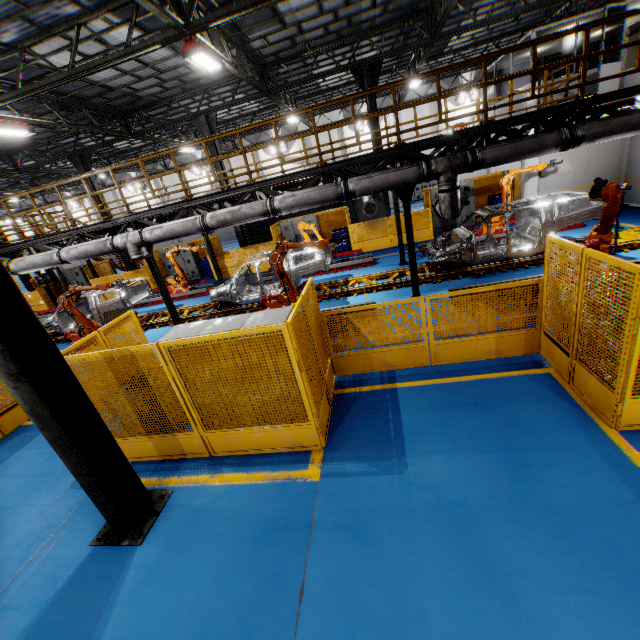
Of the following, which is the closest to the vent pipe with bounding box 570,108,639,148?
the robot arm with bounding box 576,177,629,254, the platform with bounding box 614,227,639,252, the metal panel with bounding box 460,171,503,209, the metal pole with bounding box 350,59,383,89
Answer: the robot arm with bounding box 576,177,629,254

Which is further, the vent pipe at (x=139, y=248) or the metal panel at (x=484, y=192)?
the metal panel at (x=484, y=192)

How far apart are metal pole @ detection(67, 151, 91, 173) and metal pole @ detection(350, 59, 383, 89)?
14.3m

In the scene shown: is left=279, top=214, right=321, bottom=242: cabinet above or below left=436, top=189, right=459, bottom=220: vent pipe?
below

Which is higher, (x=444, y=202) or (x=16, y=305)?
(x=16, y=305)

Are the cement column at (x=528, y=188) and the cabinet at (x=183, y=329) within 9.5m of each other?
no

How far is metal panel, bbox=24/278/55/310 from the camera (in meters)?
20.45

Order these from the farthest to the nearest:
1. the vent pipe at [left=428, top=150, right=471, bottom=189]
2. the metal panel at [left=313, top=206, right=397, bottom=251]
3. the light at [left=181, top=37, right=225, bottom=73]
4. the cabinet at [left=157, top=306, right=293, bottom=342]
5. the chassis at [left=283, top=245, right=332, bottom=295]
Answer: the metal panel at [left=313, top=206, right=397, bottom=251] < the chassis at [left=283, top=245, right=332, bottom=295] < the light at [left=181, top=37, right=225, bottom=73] < the vent pipe at [left=428, top=150, right=471, bottom=189] < the cabinet at [left=157, top=306, right=293, bottom=342]
